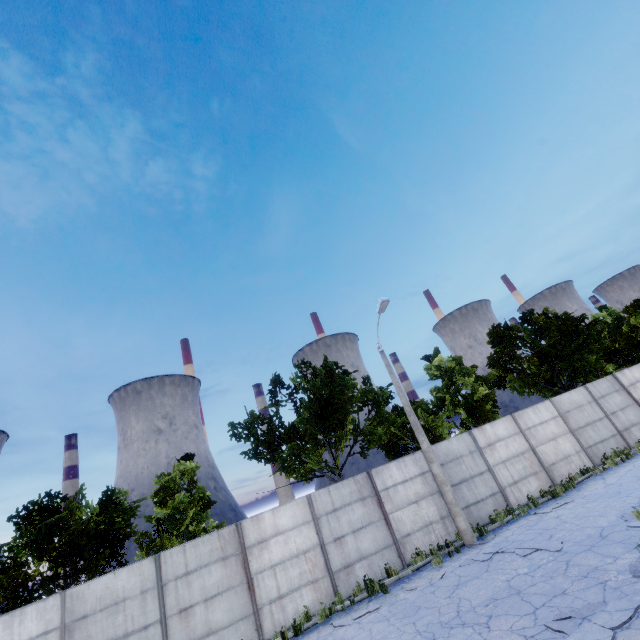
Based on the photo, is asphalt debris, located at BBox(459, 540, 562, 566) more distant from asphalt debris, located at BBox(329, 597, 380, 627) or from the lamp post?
asphalt debris, located at BBox(329, 597, 380, 627)

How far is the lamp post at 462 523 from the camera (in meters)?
12.57

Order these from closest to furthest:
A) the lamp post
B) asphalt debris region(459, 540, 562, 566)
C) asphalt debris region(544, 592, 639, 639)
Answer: asphalt debris region(544, 592, 639, 639), asphalt debris region(459, 540, 562, 566), the lamp post

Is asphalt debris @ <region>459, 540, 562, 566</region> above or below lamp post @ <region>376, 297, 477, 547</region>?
below

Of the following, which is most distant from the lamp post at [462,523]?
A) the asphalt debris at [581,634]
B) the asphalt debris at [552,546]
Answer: the asphalt debris at [581,634]

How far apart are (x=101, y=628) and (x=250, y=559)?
4.88m

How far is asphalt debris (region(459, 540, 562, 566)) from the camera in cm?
962

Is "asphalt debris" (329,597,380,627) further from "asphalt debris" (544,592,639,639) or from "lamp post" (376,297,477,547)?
"asphalt debris" (544,592,639,639)
